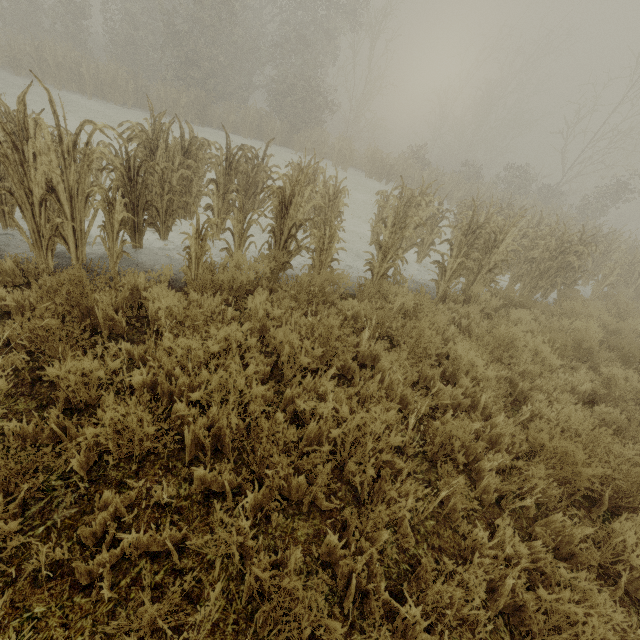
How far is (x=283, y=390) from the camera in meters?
3.6
